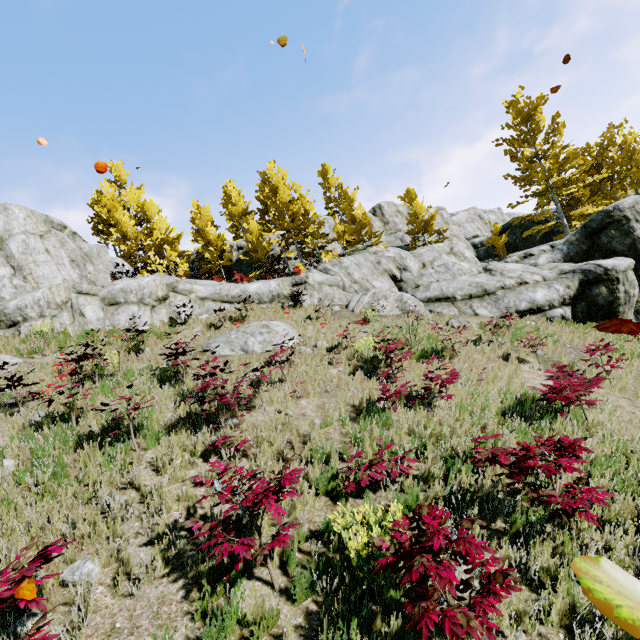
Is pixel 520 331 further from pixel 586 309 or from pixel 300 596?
pixel 300 596

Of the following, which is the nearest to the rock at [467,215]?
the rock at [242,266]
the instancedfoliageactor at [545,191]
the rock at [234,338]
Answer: the instancedfoliageactor at [545,191]

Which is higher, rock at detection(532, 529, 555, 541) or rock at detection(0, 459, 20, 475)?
rock at detection(0, 459, 20, 475)

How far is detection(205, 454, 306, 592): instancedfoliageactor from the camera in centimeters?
289cm

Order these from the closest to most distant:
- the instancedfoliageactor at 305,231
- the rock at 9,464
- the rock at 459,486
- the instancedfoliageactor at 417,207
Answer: the rock at 459,486, the rock at 9,464, the instancedfoliageactor at 305,231, the instancedfoliageactor at 417,207

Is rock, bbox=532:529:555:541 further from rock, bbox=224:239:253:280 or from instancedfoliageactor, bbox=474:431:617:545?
rock, bbox=224:239:253:280

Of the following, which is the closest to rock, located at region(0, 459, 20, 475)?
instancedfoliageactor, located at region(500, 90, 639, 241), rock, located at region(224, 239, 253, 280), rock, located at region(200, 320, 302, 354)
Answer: instancedfoliageactor, located at region(500, 90, 639, 241)
